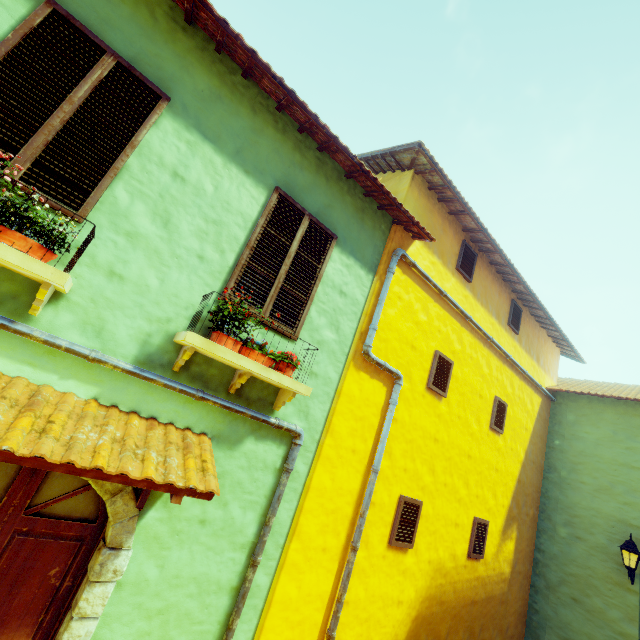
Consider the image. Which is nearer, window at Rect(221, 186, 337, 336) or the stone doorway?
the stone doorway

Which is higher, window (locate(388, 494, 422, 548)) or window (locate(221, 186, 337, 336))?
window (locate(221, 186, 337, 336))

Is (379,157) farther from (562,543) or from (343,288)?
(562,543)

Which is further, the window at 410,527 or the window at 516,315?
the window at 516,315

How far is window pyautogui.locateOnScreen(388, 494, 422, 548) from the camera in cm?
491

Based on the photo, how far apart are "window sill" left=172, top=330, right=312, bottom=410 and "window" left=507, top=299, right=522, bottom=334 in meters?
6.2

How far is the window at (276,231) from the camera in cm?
381

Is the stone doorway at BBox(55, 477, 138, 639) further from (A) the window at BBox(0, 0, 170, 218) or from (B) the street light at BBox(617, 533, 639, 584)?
(B) the street light at BBox(617, 533, 639, 584)
